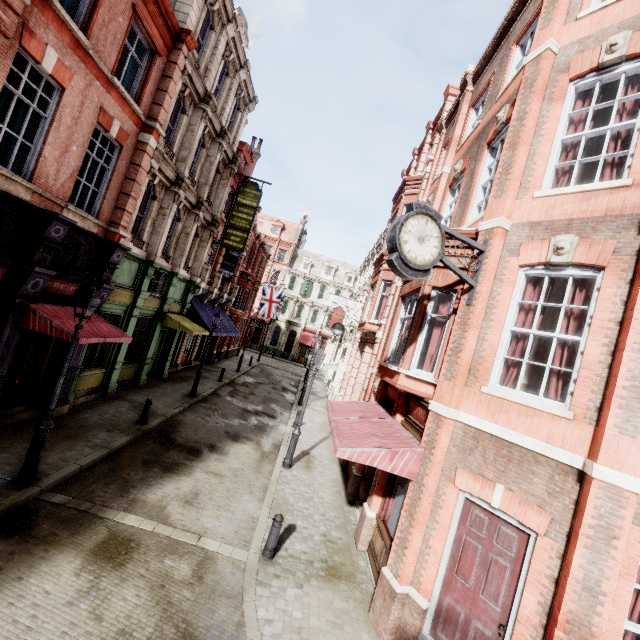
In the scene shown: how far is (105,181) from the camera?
10.59m

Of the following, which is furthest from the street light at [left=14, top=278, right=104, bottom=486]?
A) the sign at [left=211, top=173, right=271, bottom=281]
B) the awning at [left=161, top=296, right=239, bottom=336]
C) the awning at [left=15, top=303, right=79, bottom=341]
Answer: the sign at [left=211, top=173, right=271, bottom=281]

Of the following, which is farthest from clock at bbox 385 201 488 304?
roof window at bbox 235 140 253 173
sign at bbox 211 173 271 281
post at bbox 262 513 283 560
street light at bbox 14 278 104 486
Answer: roof window at bbox 235 140 253 173

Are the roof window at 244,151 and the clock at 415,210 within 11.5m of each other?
no

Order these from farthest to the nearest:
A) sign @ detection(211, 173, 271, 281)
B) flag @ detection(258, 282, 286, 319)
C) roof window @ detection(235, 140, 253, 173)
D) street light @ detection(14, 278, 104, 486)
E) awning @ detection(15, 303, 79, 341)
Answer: flag @ detection(258, 282, 286, 319) < roof window @ detection(235, 140, 253, 173) < sign @ detection(211, 173, 271, 281) < awning @ detection(15, 303, 79, 341) < street light @ detection(14, 278, 104, 486)

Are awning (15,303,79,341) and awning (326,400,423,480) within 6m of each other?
no

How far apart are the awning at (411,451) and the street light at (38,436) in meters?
6.4 m

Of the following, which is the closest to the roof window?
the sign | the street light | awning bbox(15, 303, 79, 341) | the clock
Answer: the sign
